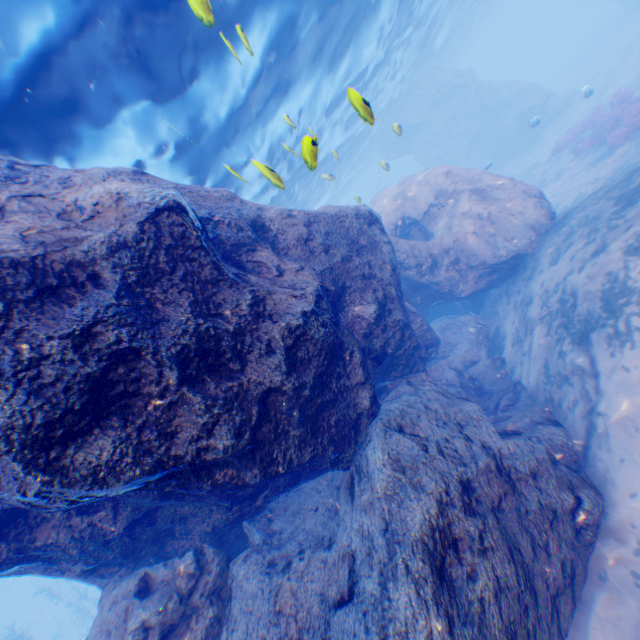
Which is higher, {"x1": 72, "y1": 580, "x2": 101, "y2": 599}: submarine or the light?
the light

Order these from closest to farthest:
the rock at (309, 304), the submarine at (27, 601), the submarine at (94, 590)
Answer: the rock at (309, 304)
the submarine at (27, 601)
the submarine at (94, 590)

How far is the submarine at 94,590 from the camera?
43.6 meters

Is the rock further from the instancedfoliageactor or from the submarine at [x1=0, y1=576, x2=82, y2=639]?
the instancedfoliageactor

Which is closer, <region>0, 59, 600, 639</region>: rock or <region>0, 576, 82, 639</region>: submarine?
<region>0, 59, 600, 639</region>: rock

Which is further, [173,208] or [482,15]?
[482,15]

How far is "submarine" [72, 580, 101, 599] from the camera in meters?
43.6 m

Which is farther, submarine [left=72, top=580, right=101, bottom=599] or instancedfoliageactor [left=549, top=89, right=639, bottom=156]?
submarine [left=72, top=580, right=101, bottom=599]
